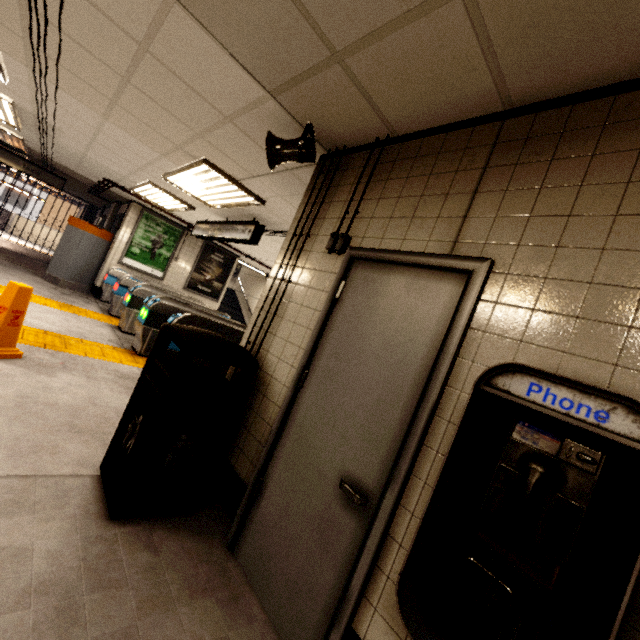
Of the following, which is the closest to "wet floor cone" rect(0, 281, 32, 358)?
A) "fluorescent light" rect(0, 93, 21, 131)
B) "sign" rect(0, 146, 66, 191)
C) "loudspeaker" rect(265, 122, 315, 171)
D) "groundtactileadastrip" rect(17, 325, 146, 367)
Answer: "groundtactileadastrip" rect(17, 325, 146, 367)

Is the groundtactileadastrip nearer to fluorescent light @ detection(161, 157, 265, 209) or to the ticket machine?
the ticket machine

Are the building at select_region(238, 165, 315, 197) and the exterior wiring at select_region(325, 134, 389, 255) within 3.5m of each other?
yes

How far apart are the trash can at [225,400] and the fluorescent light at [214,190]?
2.6m

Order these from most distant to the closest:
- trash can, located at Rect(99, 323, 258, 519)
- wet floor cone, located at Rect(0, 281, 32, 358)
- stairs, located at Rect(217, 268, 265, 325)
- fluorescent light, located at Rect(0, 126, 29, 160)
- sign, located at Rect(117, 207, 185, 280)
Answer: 1. stairs, located at Rect(217, 268, 265, 325)
2. sign, located at Rect(117, 207, 185, 280)
3. fluorescent light, located at Rect(0, 126, 29, 160)
4. wet floor cone, located at Rect(0, 281, 32, 358)
5. trash can, located at Rect(99, 323, 258, 519)

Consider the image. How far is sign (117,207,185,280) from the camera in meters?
9.3

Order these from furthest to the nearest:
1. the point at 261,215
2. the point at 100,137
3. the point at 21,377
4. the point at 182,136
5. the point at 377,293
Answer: the point at 261,215, the point at 100,137, the point at 182,136, the point at 21,377, the point at 377,293

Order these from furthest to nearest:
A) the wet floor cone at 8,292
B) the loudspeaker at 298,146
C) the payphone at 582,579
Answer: the wet floor cone at 8,292 → the loudspeaker at 298,146 → the payphone at 582,579
